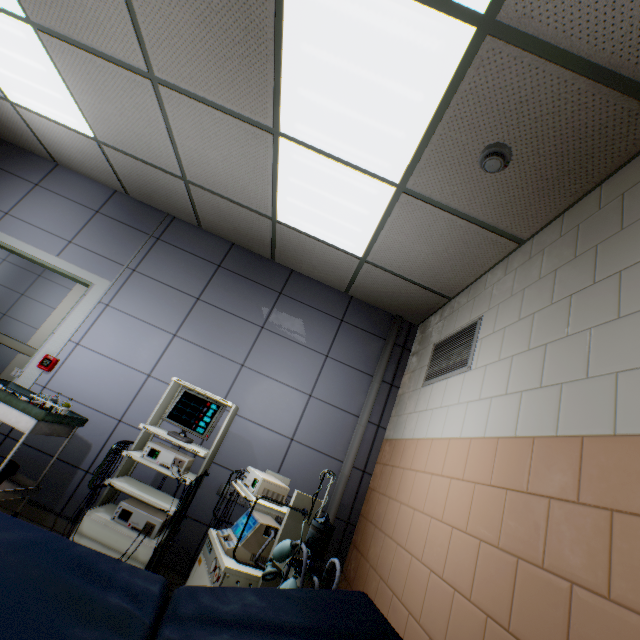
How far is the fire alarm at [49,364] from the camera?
3.2 meters

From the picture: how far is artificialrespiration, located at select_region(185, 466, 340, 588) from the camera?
1.7 meters

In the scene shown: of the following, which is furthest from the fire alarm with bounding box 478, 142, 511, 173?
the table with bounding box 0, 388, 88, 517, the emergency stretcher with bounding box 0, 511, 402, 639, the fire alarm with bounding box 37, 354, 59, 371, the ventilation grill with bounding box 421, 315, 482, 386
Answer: the fire alarm with bounding box 37, 354, 59, 371

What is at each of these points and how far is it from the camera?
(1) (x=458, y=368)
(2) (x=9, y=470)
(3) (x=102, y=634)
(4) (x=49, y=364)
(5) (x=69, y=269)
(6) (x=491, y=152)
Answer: (1) ventilation grill, 2.5m
(2) tray, 2.4m
(3) emergency stretcher, 0.8m
(4) fire alarm, 3.2m
(5) door, 3.6m
(6) fire alarm, 1.8m

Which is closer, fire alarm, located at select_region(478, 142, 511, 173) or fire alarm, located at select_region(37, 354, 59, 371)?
fire alarm, located at select_region(478, 142, 511, 173)

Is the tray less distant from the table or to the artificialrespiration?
the table

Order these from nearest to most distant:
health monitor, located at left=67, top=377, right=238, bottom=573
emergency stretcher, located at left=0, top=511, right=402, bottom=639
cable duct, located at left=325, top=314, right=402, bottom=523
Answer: emergency stretcher, located at left=0, top=511, right=402, bottom=639, health monitor, located at left=67, top=377, right=238, bottom=573, cable duct, located at left=325, top=314, right=402, bottom=523

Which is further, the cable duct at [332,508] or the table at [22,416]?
the cable duct at [332,508]
